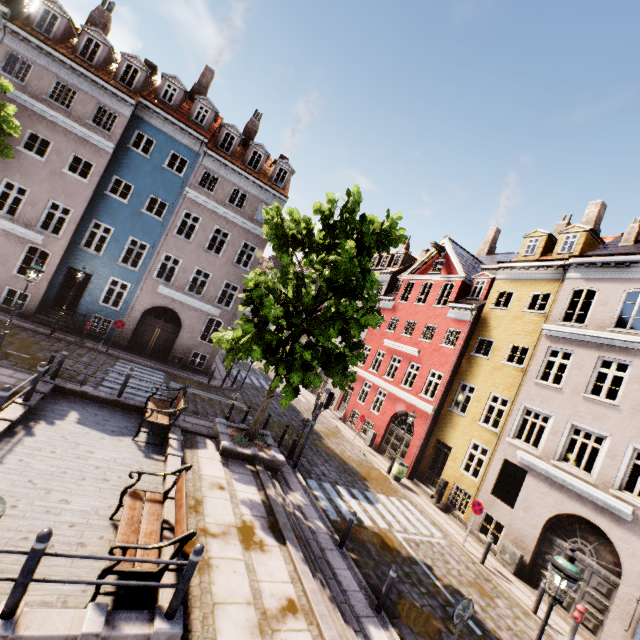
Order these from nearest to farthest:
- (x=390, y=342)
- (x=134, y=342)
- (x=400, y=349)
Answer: (x=134, y=342) → (x=400, y=349) → (x=390, y=342)

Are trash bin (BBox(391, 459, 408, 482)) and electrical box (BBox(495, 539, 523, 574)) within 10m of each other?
yes

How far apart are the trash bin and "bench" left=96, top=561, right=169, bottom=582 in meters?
13.4

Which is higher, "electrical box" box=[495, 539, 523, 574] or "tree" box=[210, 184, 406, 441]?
"tree" box=[210, 184, 406, 441]

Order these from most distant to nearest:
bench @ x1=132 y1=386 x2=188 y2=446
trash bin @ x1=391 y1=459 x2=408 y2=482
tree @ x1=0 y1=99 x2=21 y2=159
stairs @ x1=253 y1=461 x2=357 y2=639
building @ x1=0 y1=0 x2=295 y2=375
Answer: trash bin @ x1=391 y1=459 x2=408 y2=482, building @ x1=0 y1=0 x2=295 y2=375, tree @ x1=0 y1=99 x2=21 y2=159, bench @ x1=132 y1=386 x2=188 y2=446, stairs @ x1=253 y1=461 x2=357 y2=639

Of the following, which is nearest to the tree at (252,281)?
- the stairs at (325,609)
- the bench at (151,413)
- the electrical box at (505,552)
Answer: the stairs at (325,609)

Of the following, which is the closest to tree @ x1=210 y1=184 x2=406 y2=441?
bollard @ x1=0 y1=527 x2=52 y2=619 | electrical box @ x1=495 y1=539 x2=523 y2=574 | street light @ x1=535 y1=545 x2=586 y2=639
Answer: street light @ x1=535 y1=545 x2=586 y2=639

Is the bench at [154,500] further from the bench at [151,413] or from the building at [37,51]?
the building at [37,51]
